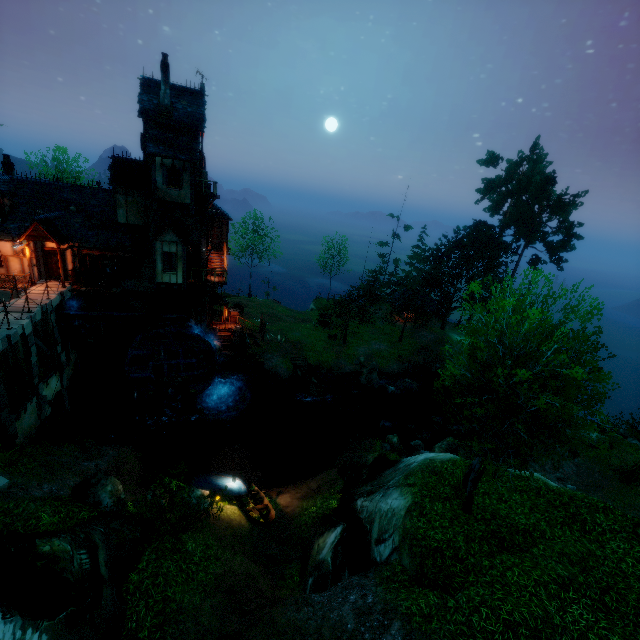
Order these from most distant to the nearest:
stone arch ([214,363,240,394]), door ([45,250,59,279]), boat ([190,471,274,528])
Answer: stone arch ([214,363,240,394]) < door ([45,250,59,279]) < boat ([190,471,274,528])

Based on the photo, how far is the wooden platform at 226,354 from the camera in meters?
27.8 m

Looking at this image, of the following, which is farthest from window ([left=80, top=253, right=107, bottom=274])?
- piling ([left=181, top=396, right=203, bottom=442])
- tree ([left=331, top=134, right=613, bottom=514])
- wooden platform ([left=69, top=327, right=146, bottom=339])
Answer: tree ([left=331, top=134, right=613, bottom=514])

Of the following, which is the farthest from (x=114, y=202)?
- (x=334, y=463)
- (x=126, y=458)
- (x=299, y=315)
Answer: (x=299, y=315)

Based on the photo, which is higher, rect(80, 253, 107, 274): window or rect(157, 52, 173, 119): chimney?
rect(157, 52, 173, 119): chimney

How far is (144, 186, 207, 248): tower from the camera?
22.6 meters

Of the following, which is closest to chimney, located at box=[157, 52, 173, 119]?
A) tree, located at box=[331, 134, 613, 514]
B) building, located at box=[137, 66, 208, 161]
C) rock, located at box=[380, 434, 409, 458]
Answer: building, located at box=[137, 66, 208, 161]

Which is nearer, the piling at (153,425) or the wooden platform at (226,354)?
the piling at (153,425)
